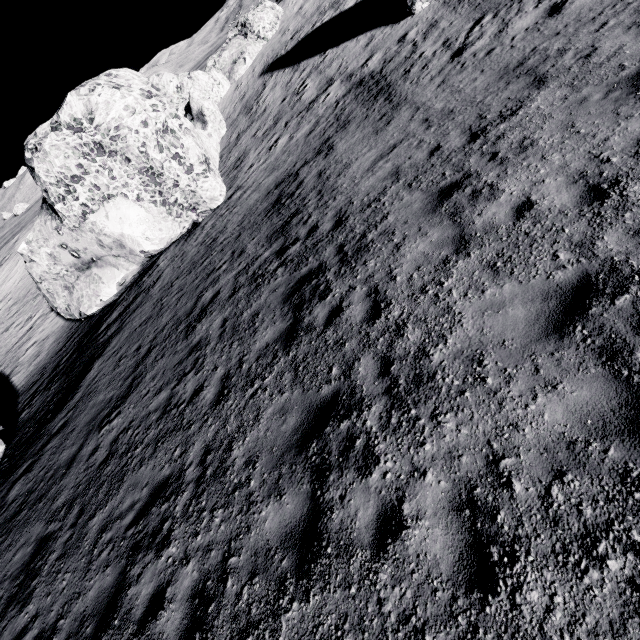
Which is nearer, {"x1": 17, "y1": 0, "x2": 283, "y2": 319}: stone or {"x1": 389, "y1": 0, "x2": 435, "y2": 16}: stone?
{"x1": 17, "y1": 0, "x2": 283, "y2": 319}: stone

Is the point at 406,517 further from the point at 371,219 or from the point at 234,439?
the point at 371,219

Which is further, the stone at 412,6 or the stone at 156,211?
the stone at 412,6
